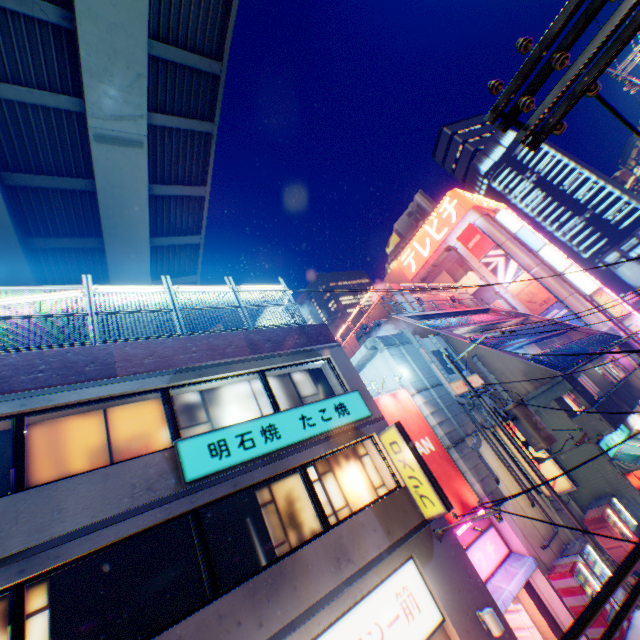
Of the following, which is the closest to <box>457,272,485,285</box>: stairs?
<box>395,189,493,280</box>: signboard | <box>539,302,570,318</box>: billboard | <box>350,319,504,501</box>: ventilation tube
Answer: <box>395,189,493,280</box>: signboard

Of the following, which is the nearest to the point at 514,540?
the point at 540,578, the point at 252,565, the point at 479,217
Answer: the point at 540,578

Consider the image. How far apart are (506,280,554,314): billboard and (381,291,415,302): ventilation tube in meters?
14.9 m

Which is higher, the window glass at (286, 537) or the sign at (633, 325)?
the sign at (633, 325)

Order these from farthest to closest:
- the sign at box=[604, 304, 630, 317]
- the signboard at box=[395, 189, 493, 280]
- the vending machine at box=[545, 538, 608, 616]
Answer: the signboard at box=[395, 189, 493, 280] < the sign at box=[604, 304, 630, 317] < the vending machine at box=[545, 538, 608, 616]

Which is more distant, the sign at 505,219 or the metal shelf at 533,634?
the sign at 505,219

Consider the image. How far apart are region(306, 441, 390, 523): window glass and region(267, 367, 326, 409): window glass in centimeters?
130cm

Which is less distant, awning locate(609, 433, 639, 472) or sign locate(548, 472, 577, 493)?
sign locate(548, 472, 577, 493)
